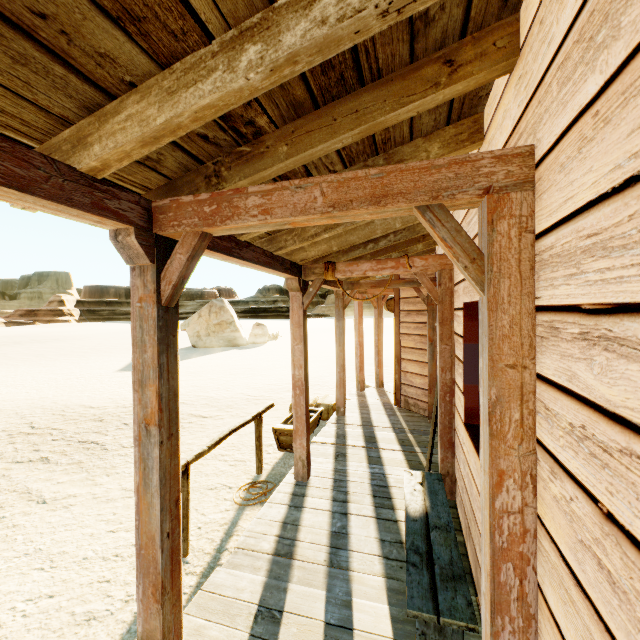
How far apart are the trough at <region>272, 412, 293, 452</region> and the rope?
2.9 meters

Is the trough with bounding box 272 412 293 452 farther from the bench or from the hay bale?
the bench

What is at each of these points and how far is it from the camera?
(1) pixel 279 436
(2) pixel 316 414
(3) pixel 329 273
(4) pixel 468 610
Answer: (1) trough, 5.84m
(2) trough, 6.62m
(3) rope, 3.96m
(4) bench, 1.85m

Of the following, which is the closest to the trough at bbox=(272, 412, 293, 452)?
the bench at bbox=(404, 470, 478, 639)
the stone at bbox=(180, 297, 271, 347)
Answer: the bench at bbox=(404, 470, 478, 639)

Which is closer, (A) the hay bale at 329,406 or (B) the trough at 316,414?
(B) the trough at 316,414

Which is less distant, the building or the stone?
the building

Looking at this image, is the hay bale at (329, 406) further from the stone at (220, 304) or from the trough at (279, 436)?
the stone at (220, 304)

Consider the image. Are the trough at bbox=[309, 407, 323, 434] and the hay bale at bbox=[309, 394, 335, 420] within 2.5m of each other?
yes
